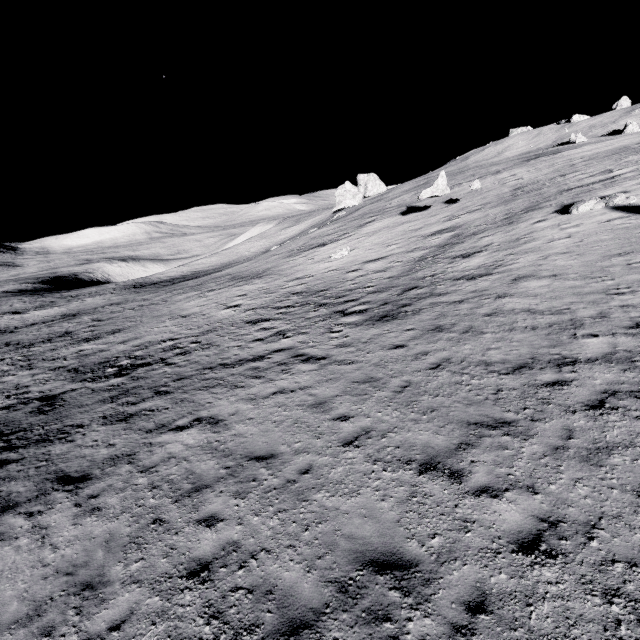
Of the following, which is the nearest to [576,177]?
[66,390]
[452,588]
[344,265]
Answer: [344,265]

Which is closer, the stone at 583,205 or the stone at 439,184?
the stone at 583,205

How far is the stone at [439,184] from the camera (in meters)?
27.64

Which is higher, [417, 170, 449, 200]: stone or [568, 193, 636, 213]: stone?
[417, 170, 449, 200]: stone

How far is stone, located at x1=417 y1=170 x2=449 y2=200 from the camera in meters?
27.6 m

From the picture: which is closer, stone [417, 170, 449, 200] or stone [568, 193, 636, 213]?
stone [568, 193, 636, 213]
